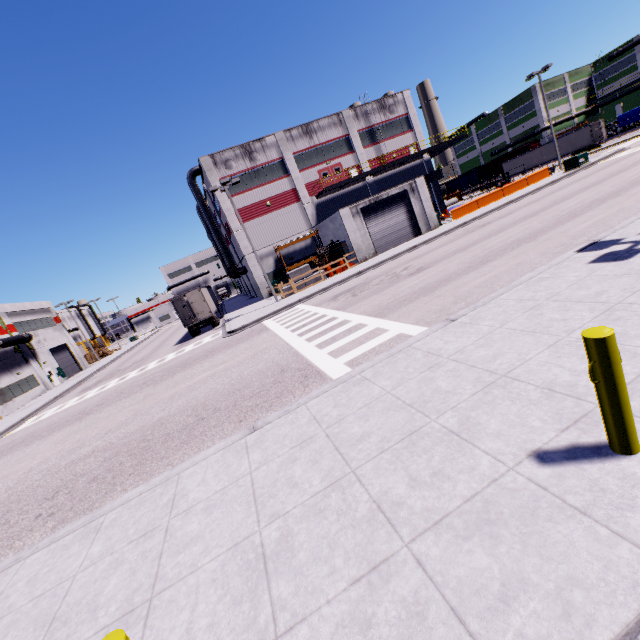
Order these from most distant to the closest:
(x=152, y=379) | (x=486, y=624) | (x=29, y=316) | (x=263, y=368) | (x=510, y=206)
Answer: (x=29, y=316)
(x=510, y=206)
(x=152, y=379)
(x=263, y=368)
(x=486, y=624)

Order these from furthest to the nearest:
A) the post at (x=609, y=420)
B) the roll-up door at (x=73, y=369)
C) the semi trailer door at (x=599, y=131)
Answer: the semi trailer door at (x=599, y=131), the roll-up door at (x=73, y=369), the post at (x=609, y=420)

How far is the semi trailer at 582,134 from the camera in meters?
45.4 m

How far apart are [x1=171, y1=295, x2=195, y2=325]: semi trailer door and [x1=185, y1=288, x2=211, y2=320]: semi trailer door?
0.5m

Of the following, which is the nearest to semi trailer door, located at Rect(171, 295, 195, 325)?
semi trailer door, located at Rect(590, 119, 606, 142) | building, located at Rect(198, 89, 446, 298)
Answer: building, located at Rect(198, 89, 446, 298)

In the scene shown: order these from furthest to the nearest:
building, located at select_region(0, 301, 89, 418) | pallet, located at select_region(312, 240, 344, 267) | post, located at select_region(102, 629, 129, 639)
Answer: building, located at select_region(0, 301, 89, 418) → pallet, located at select_region(312, 240, 344, 267) → post, located at select_region(102, 629, 129, 639)

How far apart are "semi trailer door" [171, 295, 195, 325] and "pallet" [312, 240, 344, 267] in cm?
1164

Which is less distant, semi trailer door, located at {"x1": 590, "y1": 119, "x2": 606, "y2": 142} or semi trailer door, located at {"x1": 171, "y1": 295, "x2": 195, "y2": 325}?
semi trailer door, located at {"x1": 171, "y1": 295, "x2": 195, "y2": 325}
